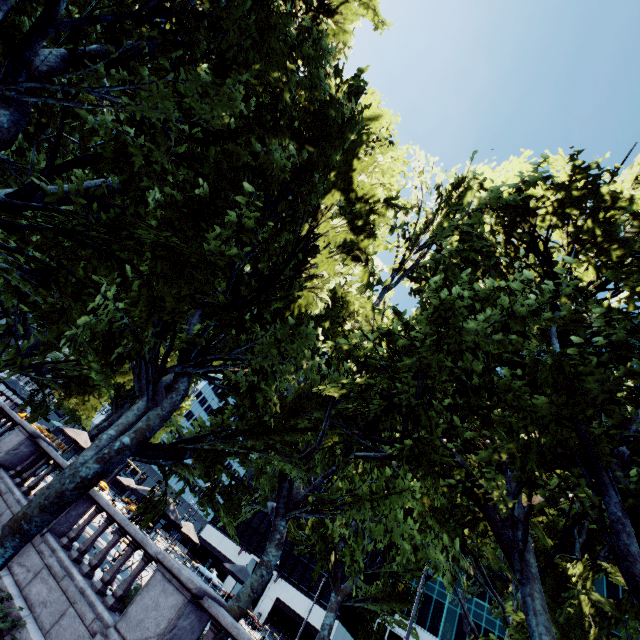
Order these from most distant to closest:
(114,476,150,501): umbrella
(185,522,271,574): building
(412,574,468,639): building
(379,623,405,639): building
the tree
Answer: (185,522,271,574): building < (379,623,405,639): building < (412,574,468,639): building < (114,476,150,501): umbrella < the tree

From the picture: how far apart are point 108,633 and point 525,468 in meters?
10.3

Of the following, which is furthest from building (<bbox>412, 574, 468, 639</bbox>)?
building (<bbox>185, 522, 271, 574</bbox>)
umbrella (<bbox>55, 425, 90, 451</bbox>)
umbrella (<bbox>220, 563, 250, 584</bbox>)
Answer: umbrella (<bbox>55, 425, 90, 451</bbox>)

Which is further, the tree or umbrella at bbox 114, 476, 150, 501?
umbrella at bbox 114, 476, 150, 501

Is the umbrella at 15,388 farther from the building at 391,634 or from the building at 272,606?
the building at 391,634

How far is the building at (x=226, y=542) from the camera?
56.2m

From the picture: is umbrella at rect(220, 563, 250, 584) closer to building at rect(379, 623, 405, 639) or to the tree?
the tree

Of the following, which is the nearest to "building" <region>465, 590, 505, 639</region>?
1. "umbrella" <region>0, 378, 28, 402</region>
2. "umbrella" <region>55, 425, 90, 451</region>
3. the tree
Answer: the tree
